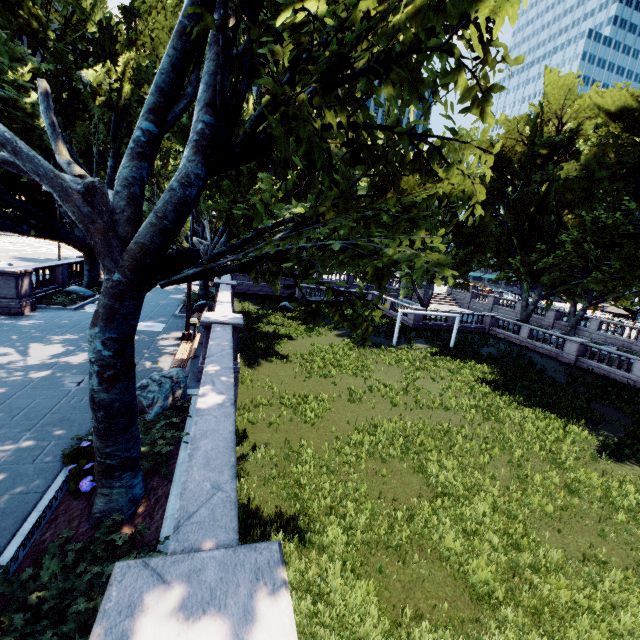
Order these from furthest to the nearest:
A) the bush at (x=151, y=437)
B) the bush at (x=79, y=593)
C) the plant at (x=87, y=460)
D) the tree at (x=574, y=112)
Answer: the bush at (x=151, y=437), the plant at (x=87, y=460), the tree at (x=574, y=112), the bush at (x=79, y=593)

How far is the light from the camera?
14.4m

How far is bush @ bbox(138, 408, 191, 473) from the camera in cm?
666

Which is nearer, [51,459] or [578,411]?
[51,459]

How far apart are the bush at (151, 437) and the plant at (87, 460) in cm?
5

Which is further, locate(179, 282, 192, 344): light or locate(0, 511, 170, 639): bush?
locate(179, 282, 192, 344): light

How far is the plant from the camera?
5.8m

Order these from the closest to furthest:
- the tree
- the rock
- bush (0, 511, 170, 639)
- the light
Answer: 1. bush (0, 511, 170, 639)
2. the tree
3. the rock
4. the light
